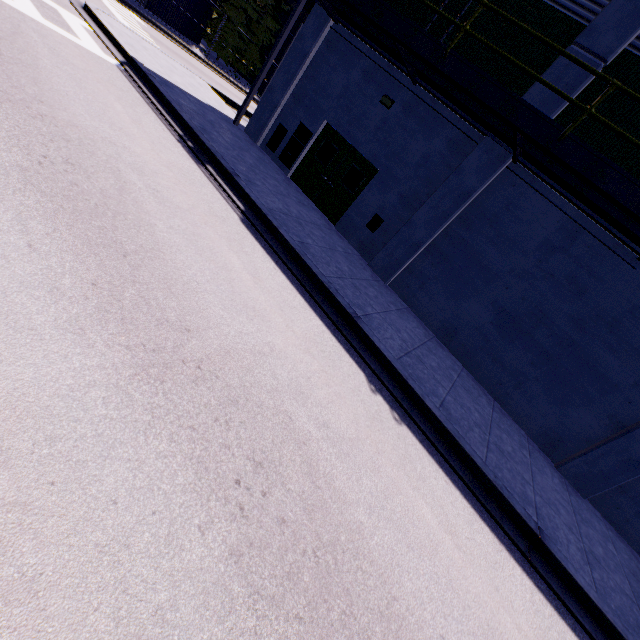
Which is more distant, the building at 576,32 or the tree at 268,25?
the tree at 268,25

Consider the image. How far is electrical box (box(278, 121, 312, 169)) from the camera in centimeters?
1203cm

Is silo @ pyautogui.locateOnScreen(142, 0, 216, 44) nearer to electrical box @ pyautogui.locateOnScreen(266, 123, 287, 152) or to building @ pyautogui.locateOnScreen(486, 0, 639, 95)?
building @ pyautogui.locateOnScreen(486, 0, 639, 95)

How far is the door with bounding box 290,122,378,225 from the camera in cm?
1131

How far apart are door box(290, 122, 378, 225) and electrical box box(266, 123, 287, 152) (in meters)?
1.10

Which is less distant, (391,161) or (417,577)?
(417,577)

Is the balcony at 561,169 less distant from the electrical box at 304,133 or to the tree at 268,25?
the electrical box at 304,133

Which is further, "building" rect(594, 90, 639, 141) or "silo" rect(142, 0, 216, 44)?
"silo" rect(142, 0, 216, 44)
